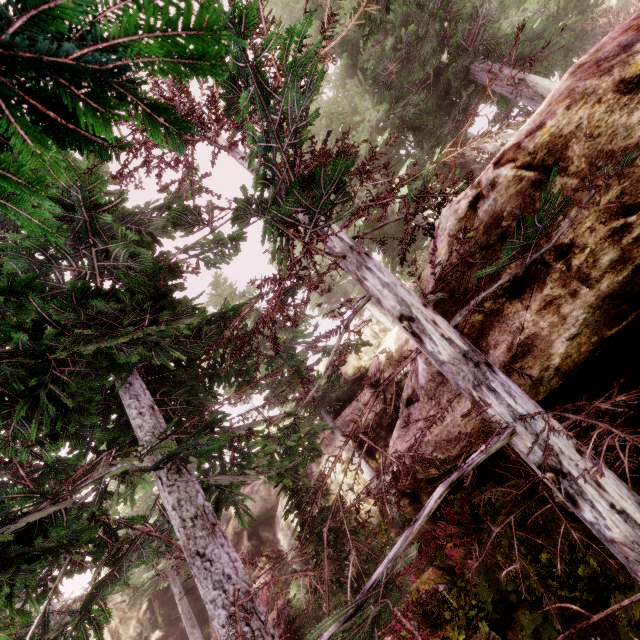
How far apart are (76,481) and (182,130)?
6.97m

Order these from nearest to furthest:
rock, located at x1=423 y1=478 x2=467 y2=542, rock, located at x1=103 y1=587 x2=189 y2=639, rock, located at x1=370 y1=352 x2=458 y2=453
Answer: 1. rock, located at x1=370 y1=352 x2=458 y2=453
2. rock, located at x1=423 y1=478 x2=467 y2=542
3. rock, located at x1=103 y1=587 x2=189 y2=639

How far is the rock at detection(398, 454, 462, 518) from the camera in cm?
475

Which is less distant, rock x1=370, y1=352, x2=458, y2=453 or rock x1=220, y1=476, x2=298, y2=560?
rock x1=370, y1=352, x2=458, y2=453

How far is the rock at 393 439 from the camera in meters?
4.5 m

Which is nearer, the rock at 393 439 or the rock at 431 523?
the rock at 393 439

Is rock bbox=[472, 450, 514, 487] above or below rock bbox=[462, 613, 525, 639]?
above
